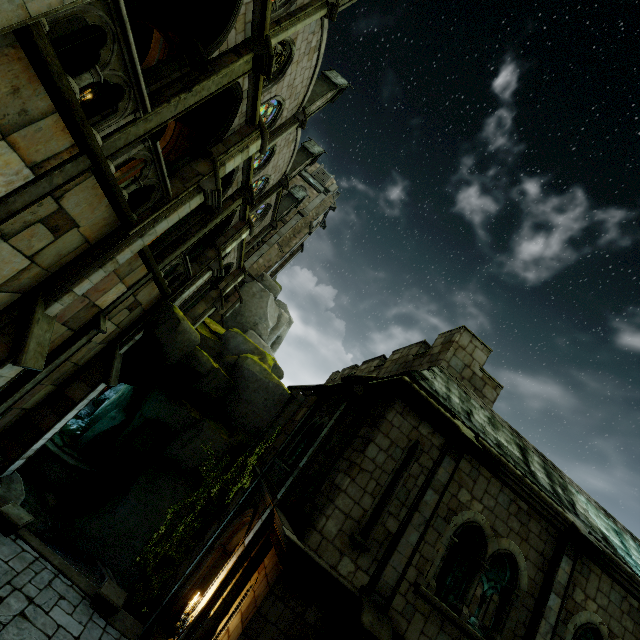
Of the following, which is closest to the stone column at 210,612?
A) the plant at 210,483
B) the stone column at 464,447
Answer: the stone column at 464,447

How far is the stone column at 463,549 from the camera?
A: 15.8m

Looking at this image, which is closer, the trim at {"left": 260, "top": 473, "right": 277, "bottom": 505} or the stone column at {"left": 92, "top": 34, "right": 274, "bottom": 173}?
the stone column at {"left": 92, "top": 34, "right": 274, "bottom": 173}

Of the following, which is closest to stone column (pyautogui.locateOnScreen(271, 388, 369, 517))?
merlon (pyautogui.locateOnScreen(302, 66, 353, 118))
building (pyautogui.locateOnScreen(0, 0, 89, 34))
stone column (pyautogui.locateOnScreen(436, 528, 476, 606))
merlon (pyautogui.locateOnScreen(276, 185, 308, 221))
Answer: building (pyautogui.locateOnScreen(0, 0, 89, 34))

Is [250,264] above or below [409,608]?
above

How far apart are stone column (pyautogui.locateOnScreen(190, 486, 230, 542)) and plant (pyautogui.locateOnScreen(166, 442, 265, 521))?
0.0 meters

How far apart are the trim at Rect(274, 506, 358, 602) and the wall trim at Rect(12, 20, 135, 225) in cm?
848

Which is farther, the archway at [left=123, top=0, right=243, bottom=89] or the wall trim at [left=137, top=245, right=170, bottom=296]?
the wall trim at [left=137, top=245, right=170, bottom=296]
